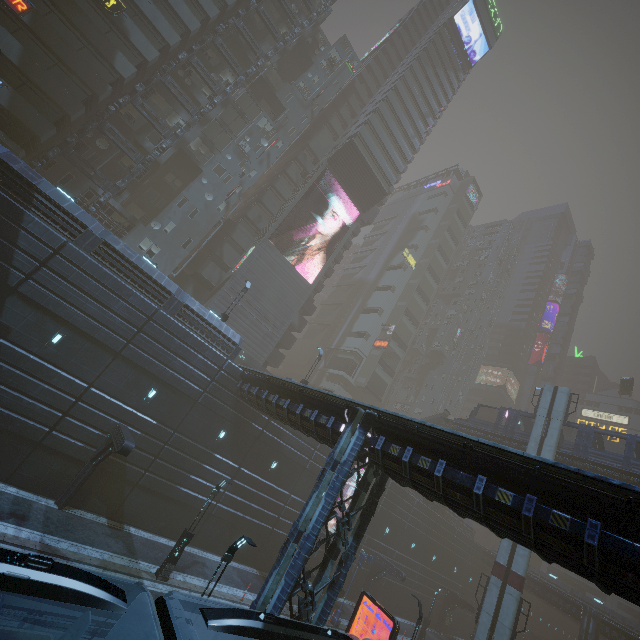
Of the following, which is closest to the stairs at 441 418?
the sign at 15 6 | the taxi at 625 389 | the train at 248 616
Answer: the taxi at 625 389

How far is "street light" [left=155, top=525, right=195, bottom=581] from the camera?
17.05m

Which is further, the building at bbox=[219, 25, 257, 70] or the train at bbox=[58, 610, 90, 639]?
the building at bbox=[219, 25, 257, 70]

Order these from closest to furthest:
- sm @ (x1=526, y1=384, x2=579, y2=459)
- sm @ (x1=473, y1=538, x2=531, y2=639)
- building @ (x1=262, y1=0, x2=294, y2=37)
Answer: sm @ (x1=473, y1=538, x2=531, y2=639), sm @ (x1=526, y1=384, x2=579, y2=459), building @ (x1=262, y1=0, x2=294, y2=37)

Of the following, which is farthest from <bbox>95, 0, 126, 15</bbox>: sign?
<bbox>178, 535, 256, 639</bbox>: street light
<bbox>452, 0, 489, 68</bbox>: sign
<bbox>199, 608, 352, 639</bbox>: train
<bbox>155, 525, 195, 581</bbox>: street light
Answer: <bbox>452, 0, 489, 68</bbox>: sign

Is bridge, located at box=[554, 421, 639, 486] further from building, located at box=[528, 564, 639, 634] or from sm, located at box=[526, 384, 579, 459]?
building, located at box=[528, 564, 639, 634]

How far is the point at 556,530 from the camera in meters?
8.3

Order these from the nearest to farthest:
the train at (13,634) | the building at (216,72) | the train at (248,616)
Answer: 1. the train at (13,634)
2. the train at (248,616)
3. the building at (216,72)
